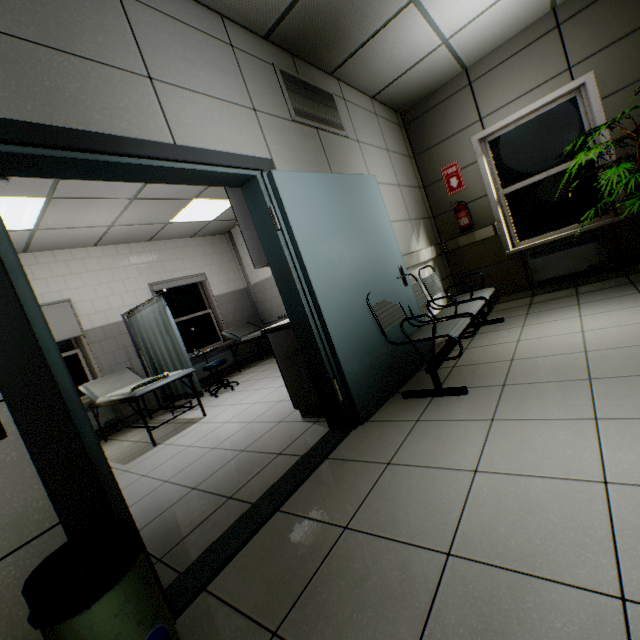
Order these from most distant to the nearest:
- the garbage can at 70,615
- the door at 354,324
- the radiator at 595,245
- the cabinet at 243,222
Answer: the radiator at 595,245 → the cabinet at 243,222 → the door at 354,324 → the garbage can at 70,615

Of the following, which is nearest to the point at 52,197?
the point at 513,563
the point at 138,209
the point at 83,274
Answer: the point at 138,209

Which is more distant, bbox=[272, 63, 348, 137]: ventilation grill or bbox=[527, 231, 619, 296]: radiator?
bbox=[527, 231, 619, 296]: radiator

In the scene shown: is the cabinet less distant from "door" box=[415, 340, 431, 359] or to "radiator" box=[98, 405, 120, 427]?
"door" box=[415, 340, 431, 359]

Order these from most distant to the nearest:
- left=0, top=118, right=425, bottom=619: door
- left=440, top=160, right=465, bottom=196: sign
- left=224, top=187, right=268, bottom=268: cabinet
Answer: left=440, top=160, right=465, bottom=196: sign, left=224, top=187, right=268, bottom=268: cabinet, left=0, top=118, right=425, bottom=619: door

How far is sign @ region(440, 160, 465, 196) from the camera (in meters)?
4.79

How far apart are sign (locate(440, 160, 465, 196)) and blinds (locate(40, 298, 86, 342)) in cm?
647

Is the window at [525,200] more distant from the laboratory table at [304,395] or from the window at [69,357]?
the window at [69,357]
